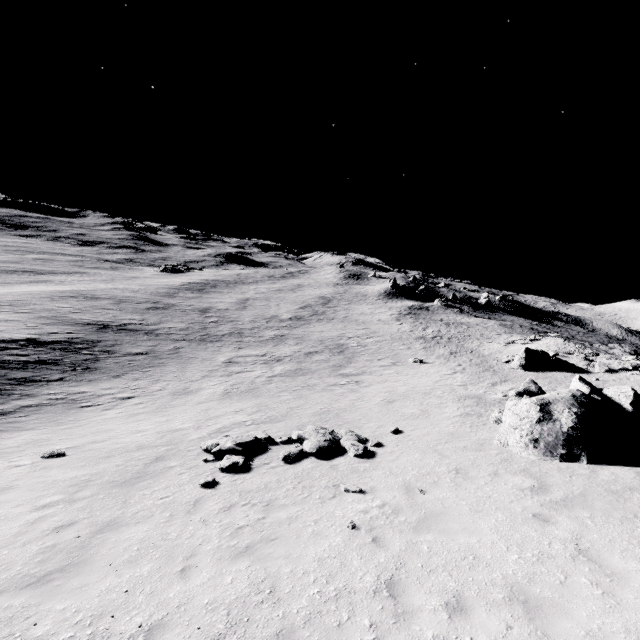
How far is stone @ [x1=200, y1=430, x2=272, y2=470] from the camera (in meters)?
11.49

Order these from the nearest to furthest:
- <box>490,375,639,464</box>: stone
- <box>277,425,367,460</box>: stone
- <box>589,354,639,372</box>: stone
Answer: <box>490,375,639,464</box>: stone → <box>277,425,367,460</box>: stone → <box>589,354,639,372</box>: stone

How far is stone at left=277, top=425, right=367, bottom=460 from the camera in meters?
12.4 m

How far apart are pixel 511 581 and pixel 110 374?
27.3m

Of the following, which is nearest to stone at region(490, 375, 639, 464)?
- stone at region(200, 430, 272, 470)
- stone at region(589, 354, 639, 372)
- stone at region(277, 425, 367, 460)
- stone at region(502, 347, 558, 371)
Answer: stone at region(277, 425, 367, 460)

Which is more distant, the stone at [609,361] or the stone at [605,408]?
the stone at [609,361]

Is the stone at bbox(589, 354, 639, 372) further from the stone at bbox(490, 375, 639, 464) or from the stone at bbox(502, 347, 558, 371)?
the stone at bbox(490, 375, 639, 464)

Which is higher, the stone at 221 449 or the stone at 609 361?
the stone at 609 361
